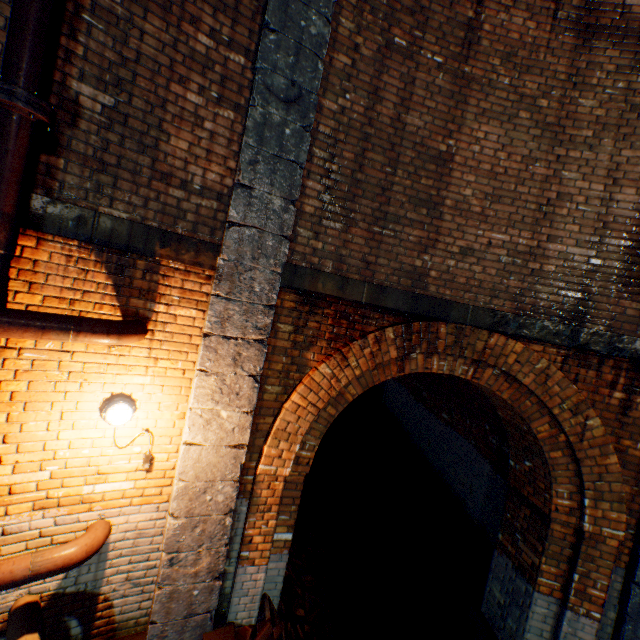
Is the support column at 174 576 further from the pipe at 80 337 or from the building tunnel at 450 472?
the building tunnel at 450 472

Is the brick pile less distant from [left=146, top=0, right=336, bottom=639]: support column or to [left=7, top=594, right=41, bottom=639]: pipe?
[left=146, top=0, right=336, bottom=639]: support column

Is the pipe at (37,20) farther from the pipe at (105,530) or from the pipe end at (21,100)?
the pipe at (105,530)

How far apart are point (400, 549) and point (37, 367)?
7.2 meters

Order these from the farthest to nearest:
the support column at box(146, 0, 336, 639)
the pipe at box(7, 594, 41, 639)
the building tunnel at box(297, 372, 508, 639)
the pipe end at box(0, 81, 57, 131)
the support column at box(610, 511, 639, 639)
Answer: the building tunnel at box(297, 372, 508, 639), the support column at box(610, 511, 639, 639), the support column at box(146, 0, 336, 639), the pipe at box(7, 594, 41, 639), the pipe end at box(0, 81, 57, 131)

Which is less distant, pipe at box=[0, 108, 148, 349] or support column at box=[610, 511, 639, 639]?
pipe at box=[0, 108, 148, 349]

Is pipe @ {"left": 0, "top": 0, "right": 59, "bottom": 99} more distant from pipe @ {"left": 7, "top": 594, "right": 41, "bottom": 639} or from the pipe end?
pipe @ {"left": 7, "top": 594, "right": 41, "bottom": 639}

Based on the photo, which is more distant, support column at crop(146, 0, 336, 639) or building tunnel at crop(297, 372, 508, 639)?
building tunnel at crop(297, 372, 508, 639)
